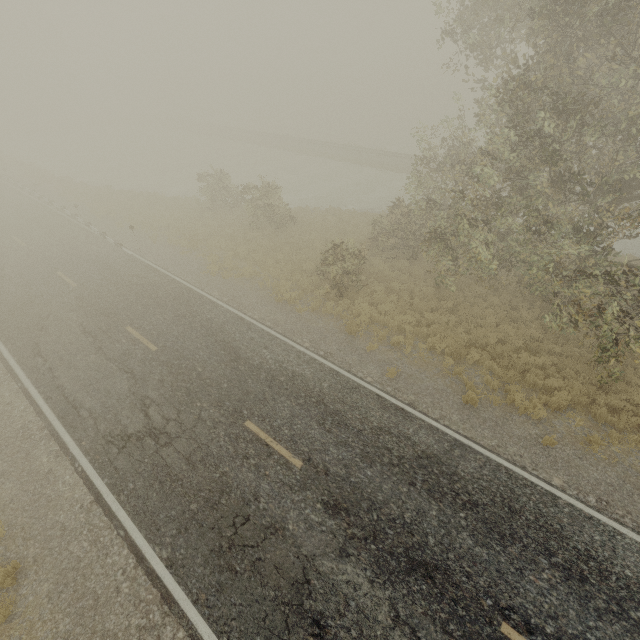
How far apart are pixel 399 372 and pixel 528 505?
5.2m
